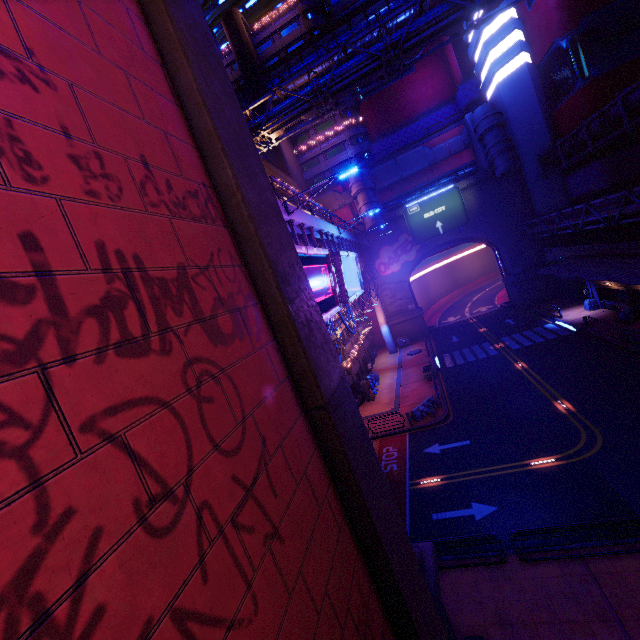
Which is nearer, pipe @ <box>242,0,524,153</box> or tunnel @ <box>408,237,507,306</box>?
pipe @ <box>242,0,524,153</box>

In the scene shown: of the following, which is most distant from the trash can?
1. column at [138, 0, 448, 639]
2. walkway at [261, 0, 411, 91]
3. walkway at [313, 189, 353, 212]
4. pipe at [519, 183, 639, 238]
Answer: walkway at [261, 0, 411, 91]

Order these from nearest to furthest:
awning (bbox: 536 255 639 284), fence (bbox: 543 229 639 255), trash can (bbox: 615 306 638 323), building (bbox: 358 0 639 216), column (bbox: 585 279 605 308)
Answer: awning (bbox: 536 255 639 284), fence (bbox: 543 229 639 255), trash can (bbox: 615 306 638 323), building (bbox: 358 0 639 216), column (bbox: 585 279 605 308)

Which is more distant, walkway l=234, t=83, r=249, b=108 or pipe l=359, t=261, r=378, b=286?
walkway l=234, t=83, r=249, b=108

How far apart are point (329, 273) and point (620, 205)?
21.81m

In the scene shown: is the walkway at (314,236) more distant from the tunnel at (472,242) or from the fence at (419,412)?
the fence at (419,412)

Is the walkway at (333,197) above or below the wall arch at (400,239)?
above

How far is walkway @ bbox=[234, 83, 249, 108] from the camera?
51.56m
